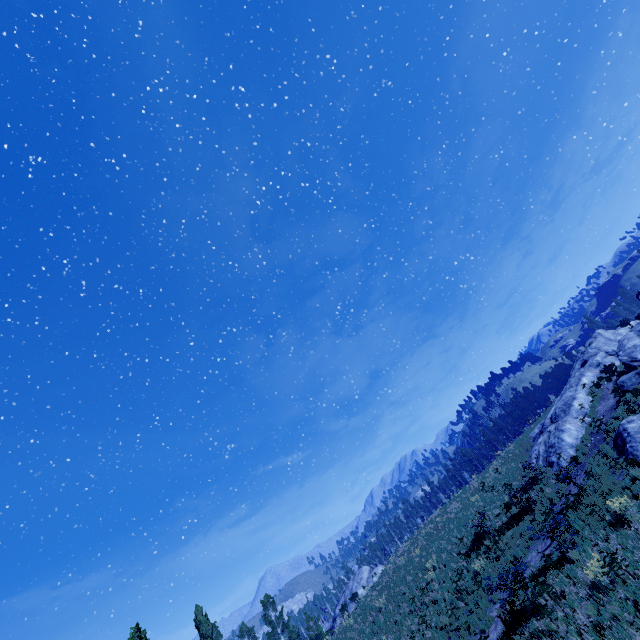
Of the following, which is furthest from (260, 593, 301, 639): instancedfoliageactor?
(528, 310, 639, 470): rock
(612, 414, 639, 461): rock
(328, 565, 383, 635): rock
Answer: (528, 310, 639, 470): rock

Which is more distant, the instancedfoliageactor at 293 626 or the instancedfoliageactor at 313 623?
the instancedfoliageactor at 293 626

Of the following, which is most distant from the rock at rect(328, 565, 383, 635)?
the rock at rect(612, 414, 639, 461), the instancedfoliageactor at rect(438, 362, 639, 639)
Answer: the rock at rect(612, 414, 639, 461)

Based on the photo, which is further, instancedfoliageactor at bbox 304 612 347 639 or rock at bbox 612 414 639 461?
instancedfoliageactor at bbox 304 612 347 639

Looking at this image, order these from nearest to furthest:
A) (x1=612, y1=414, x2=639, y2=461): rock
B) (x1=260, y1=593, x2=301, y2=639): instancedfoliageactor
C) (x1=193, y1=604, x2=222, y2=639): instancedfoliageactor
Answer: (x1=612, y1=414, x2=639, y2=461): rock
(x1=193, y1=604, x2=222, y2=639): instancedfoliageactor
(x1=260, y1=593, x2=301, y2=639): instancedfoliageactor

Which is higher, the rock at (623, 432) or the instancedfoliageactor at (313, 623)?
the instancedfoliageactor at (313, 623)

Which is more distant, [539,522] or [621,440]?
[621,440]

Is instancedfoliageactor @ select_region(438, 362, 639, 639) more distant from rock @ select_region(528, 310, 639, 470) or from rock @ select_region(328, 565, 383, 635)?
rock @ select_region(528, 310, 639, 470)
